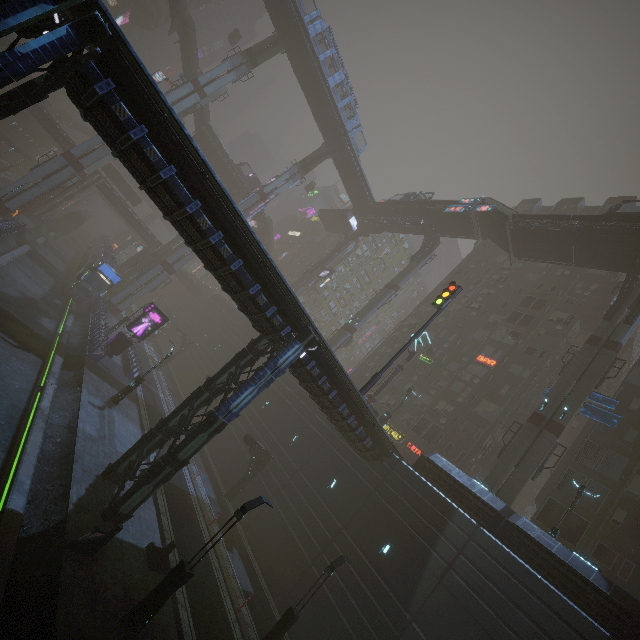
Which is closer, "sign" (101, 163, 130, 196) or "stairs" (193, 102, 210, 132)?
"stairs" (193, 102, 210, 132)

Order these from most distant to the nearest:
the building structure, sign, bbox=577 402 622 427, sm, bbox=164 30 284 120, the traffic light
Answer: sm, bbox=164 30 284 120, the building structure, sign, bbox=577 402 622 427, the traffic light

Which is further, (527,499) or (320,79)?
(527,499)

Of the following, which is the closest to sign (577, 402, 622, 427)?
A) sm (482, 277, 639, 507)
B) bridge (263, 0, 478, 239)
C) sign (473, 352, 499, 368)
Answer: sm (482, 277, 639, 507)

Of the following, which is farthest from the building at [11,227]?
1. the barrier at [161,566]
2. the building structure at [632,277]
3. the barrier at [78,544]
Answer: the building structure at [632,277]

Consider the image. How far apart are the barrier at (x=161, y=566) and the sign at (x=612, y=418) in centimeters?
2820cm

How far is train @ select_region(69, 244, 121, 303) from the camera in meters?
36.1

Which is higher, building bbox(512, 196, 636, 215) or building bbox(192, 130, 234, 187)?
building bbox(512, 196, 636, 215)
